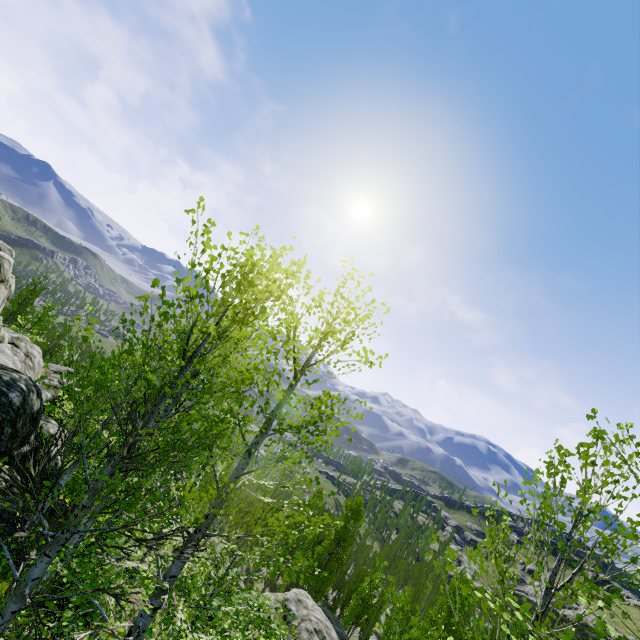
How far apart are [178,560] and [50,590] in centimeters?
631cm

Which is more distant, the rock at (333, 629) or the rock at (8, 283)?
the rock at (333, 629)

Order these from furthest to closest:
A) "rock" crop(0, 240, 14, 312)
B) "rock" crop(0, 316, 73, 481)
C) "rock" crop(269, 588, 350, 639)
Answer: "rock" crop(269, 588, 350, 639) < "rock" crop(0, 240, 14, 312) < "rock" crop(0, 316, 73, 481)

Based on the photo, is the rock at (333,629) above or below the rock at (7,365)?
below

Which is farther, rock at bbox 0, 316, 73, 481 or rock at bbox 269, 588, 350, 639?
rock at bbox 269, 588, 350, 639

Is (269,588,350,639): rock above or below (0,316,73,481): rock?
below
